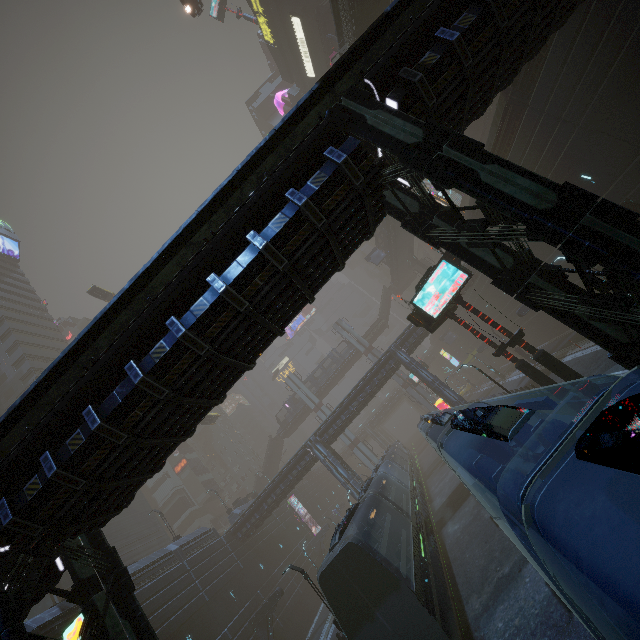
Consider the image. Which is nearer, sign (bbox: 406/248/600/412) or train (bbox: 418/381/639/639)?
train (bbox: 418/381/639/639)

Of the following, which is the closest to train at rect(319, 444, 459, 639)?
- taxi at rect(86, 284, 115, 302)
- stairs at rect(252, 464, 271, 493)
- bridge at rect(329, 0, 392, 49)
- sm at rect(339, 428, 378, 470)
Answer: sm at rect(339, 428, 378, 470)

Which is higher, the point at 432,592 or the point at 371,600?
the point at 371,600

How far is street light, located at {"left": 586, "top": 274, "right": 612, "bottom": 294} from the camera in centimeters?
732cm

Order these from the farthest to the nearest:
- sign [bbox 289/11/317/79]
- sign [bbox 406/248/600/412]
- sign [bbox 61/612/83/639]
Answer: sign [bbox 289/11/317/79]
sign [bbox 406/248/600/412]
sign [bbox 61/612/83/639]

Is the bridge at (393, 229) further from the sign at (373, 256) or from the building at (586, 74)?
the building at (586, 74)

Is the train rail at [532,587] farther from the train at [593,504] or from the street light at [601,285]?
the street light at [601,285]

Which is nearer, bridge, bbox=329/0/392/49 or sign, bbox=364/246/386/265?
bridge, bbox=329/0/392/49
